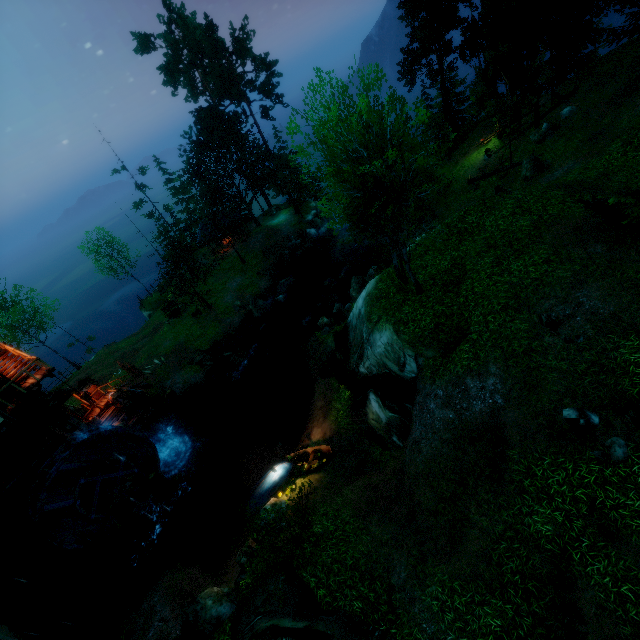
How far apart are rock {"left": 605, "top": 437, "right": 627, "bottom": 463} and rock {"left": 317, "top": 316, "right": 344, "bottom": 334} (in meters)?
17.45

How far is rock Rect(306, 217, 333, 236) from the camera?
40.56m

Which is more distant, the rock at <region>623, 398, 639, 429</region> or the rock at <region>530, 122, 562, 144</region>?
the rock at <region>530, 122, 562, 144</region>

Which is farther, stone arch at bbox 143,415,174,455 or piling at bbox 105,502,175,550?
stone arch at bbox 143,415,174,455

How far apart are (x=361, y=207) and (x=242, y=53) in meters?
35.3 m

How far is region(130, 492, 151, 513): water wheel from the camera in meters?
20.0 m

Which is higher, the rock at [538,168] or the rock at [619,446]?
the rock at [619,446]

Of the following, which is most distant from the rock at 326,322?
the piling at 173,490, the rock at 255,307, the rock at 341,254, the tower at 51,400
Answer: the tower at 51,400
